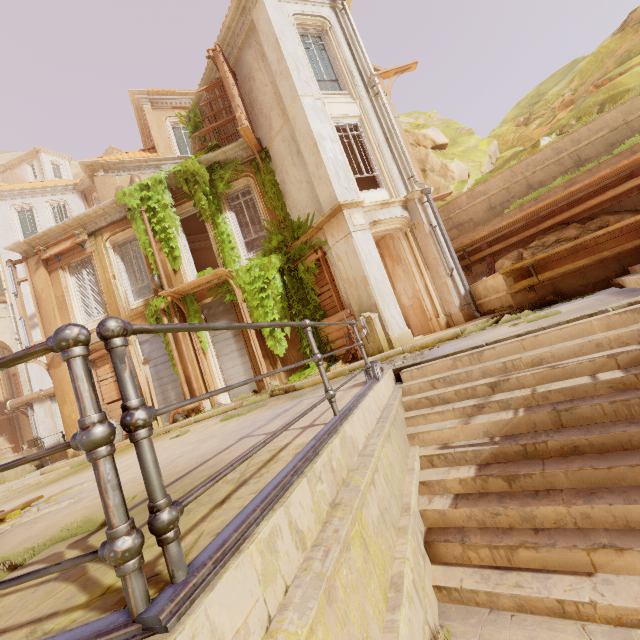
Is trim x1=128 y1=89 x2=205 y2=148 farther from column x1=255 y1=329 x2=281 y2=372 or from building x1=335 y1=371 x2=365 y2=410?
building x1=335 y1=371 x2=365 y2=410

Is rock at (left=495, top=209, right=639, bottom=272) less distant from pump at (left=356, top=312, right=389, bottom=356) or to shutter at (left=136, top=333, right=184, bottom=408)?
pump at (left=356, top=312, right=389, bottom=356)

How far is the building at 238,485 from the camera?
1.59m

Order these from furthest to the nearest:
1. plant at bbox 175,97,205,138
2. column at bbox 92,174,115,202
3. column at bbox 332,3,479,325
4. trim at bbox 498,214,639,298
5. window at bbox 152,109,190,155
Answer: window at bbox 152,109,190,155
column at bbox 92,174,115,202
plant at bbox 175,97,205,138
column at bbox 332,3,479,325
trim at bbox 498,214,639,298

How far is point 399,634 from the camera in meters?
1.8

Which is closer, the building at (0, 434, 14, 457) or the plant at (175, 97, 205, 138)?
the plant at (175, 97, 205, 138)

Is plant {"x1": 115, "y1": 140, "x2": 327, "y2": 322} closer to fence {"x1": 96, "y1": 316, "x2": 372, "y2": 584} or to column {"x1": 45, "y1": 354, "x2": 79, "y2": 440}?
column {"x1": 45, "y1": 354, "x2": 79, "y2": 440}

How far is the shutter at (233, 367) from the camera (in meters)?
12.05
